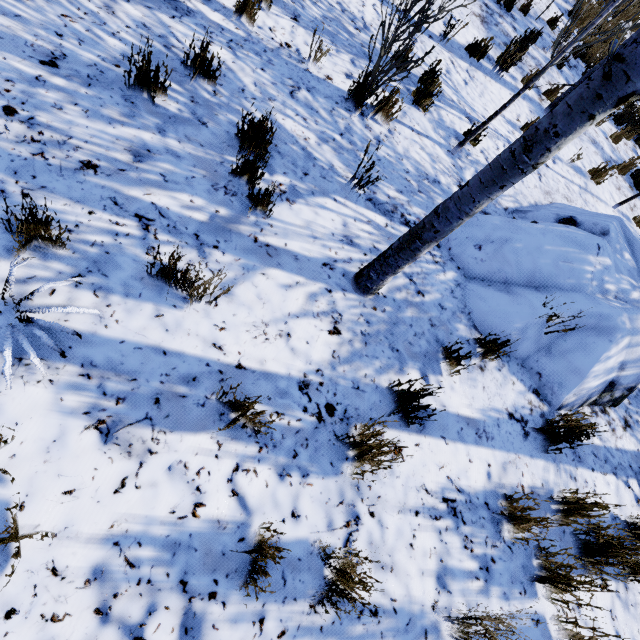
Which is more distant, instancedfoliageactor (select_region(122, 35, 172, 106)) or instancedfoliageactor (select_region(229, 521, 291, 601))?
instancedfoliageactor (select_region(122, 35, 172, 106))

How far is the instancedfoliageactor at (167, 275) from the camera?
1.9 meters

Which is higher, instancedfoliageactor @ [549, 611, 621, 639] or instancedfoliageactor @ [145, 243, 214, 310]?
instancedfoliageactor @ [549, 611, 621, 639]

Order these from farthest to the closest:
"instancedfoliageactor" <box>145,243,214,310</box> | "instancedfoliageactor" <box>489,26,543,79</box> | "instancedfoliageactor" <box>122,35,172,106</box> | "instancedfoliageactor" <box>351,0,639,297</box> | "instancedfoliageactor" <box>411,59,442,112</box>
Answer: "instancedfoliageactor" <box>489,26,543,79</box>, "instancedfoliageactor" <box>411,59,442,112</box>, "instancedfoliageactor" <box>122,35,172,106</box>, "instancedfoliageactor" <box>145,243,214,310</box>, "instancedfoliageactor" <box>351,0,639,297</box>

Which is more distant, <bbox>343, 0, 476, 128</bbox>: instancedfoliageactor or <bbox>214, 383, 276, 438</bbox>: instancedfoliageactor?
<bbox>343, 0, 476, 128</bbox>: instancedfoliageactor

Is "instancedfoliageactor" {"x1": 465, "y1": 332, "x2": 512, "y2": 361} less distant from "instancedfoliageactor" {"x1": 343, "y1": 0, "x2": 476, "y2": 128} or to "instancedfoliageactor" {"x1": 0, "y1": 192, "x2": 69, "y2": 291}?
"instancedfoliageactor" {"x1": 343, "y1": 0, "x2": 476, "y2": 128}

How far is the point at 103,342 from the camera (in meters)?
1.87

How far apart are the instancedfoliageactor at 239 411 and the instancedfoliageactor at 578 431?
2.48m
